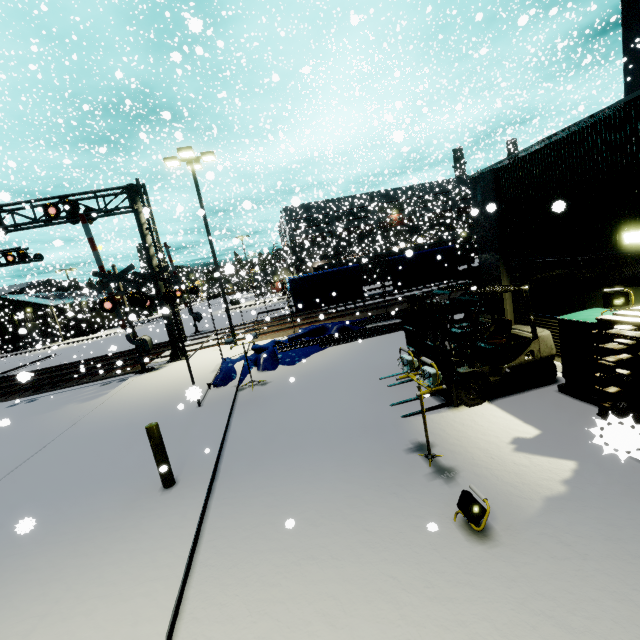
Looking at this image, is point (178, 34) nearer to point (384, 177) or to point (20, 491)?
point (20, 491)

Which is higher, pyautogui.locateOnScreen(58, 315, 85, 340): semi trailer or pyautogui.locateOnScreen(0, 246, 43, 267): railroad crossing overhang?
pyautogui.locateOnScreen(0, 246, 43, 267): railroad crossing overhang

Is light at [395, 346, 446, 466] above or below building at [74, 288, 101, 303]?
below

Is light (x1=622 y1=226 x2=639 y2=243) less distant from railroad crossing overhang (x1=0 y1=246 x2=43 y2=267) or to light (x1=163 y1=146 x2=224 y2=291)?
railroad crossing overhang (x1=0 y1=246 x2=43 y2=267)

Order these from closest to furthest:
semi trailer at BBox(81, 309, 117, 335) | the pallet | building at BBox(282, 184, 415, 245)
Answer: the pallet < building at BBox(282, 184, 415, 245) < semi trailer at BBox(81, 309, 117, 335)

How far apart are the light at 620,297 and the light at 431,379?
3.2m

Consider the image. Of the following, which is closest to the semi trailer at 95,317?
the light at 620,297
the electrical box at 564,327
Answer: the electrical box at 564,327

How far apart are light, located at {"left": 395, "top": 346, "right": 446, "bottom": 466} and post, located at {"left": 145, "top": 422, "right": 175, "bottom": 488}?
4.16m
